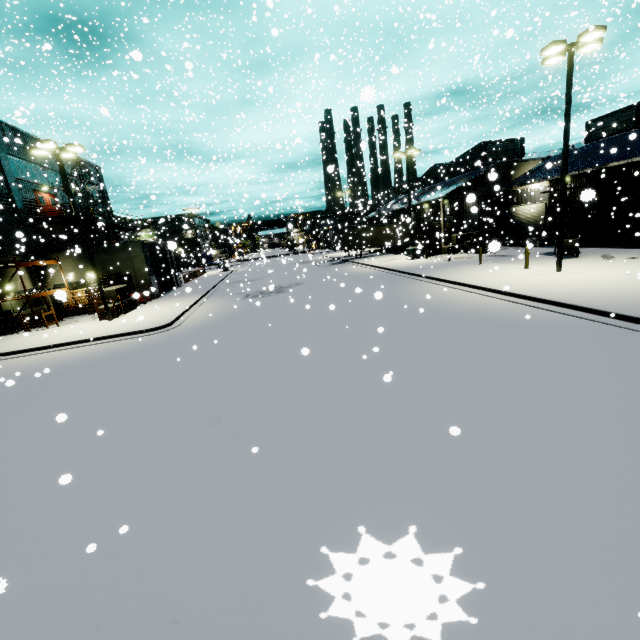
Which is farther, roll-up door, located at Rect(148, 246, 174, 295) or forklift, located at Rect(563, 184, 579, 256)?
roll-up door, located at Rect(148, 246, 174, 295)

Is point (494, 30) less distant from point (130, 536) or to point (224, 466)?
point (224, 466)

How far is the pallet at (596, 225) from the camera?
22.6 meters

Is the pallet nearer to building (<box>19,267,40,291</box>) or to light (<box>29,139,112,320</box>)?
building (<box>19,267,40,291</box>)

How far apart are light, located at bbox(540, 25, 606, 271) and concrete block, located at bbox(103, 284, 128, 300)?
25.7m

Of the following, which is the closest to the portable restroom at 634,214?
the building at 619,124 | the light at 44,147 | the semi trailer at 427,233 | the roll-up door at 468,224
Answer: the building at 619,124

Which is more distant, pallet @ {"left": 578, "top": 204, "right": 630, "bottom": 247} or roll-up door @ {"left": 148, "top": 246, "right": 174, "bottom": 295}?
roll-up door @ {"left": 148, "top": 246, "right": 174, "bottom": 295}

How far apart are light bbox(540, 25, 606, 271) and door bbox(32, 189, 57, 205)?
35.7m
